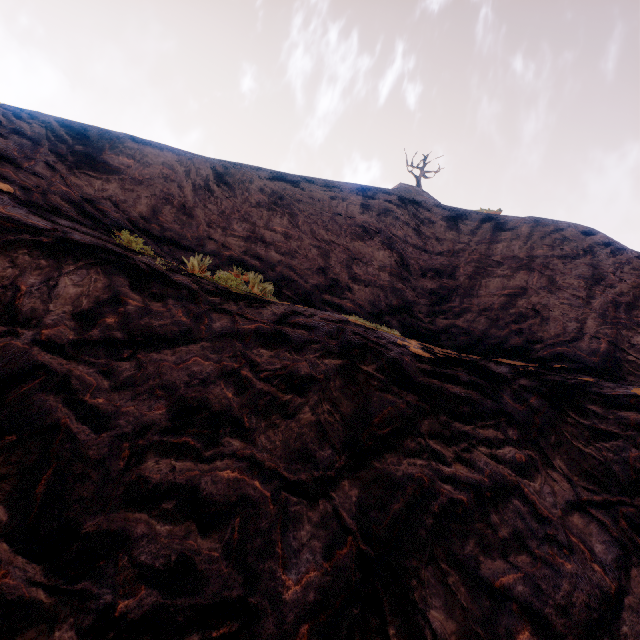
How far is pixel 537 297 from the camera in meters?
8.0
